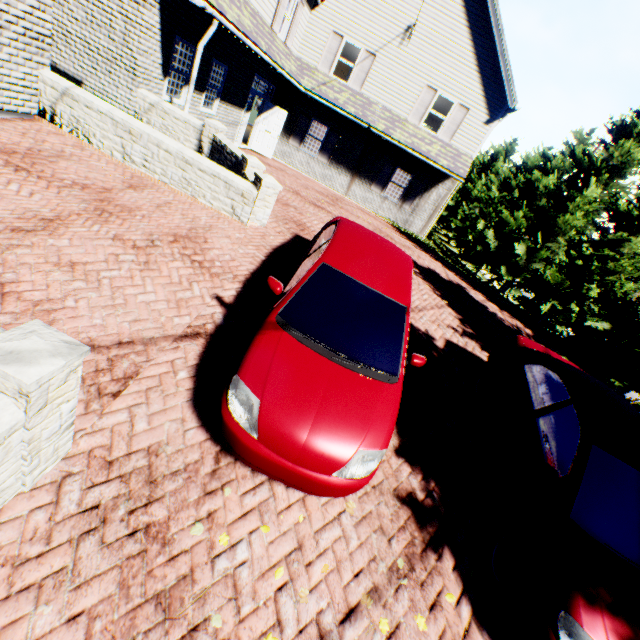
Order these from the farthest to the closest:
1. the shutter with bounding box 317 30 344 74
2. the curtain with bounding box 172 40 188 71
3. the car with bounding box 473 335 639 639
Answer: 1. the shutter with bounding box 317 30 344 74
2. the curtain with bounding box 172 40 188 71
3. the car with bounding box 473 335 639 639

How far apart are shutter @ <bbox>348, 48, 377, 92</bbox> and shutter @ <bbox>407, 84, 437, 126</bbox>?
2.5m

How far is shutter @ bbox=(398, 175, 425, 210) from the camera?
16.66m

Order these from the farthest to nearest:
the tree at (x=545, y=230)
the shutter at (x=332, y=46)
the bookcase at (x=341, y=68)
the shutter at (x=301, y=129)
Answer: the bookcase at (x=341, y=68), the shutter at (x=301, y=129), the shutter at (x=332, y=46), the tree at (x=545, y=230)

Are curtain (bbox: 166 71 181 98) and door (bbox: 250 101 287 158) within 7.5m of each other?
yes

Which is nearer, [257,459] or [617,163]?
[257,459]

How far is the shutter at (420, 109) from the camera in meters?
15.0

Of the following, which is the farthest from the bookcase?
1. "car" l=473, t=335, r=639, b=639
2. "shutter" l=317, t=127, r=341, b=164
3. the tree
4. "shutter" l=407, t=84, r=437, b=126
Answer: "car" l=473, t=335, r=639, b=639
